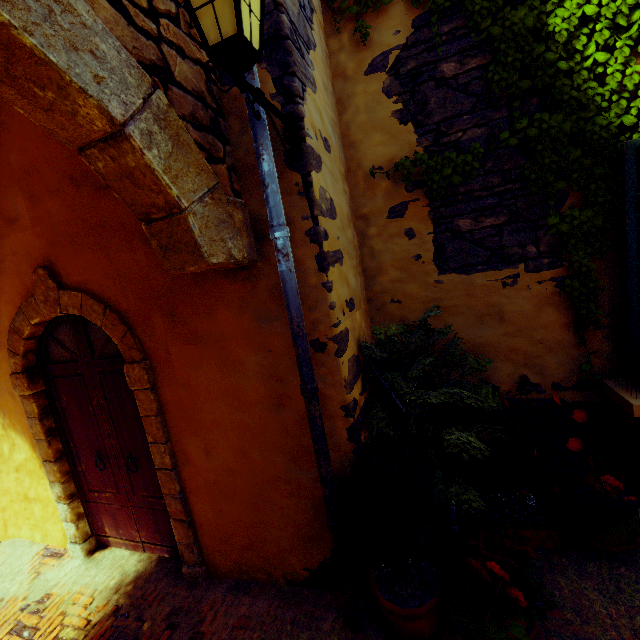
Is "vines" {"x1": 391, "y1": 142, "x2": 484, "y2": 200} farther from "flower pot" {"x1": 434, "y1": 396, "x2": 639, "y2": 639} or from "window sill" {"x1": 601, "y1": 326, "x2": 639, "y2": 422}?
"flower pot" {"x1": 434, "y1": 396, "x2": 639, "y2": 639}

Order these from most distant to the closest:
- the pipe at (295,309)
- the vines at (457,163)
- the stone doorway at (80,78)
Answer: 1. the vines at (457,163)
2. the pipe at (295,309)
3. the stone doorway at (80,78)

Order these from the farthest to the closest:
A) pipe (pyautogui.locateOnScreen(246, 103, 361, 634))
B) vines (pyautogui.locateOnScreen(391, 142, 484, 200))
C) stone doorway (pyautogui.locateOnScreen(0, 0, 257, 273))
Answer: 1. vines (pyautogui.locateOnScreen(391, 142, 484, 200))
2. pipe (pyautogui.locateOnScreen(246, 103, 361, 634))
3. stone doorway (pyautogui.locateOnScreen(0, 0, 257, 273))

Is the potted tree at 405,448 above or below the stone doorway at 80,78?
below

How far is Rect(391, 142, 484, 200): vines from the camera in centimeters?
264cm

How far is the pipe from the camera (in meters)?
1.83

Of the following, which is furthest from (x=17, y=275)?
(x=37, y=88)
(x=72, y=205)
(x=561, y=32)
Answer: (x=561, y=32)

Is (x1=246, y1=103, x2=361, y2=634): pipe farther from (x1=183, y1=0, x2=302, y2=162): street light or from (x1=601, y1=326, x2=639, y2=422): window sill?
(x1=601, y1=326, x2=639, y2=422): window sill
